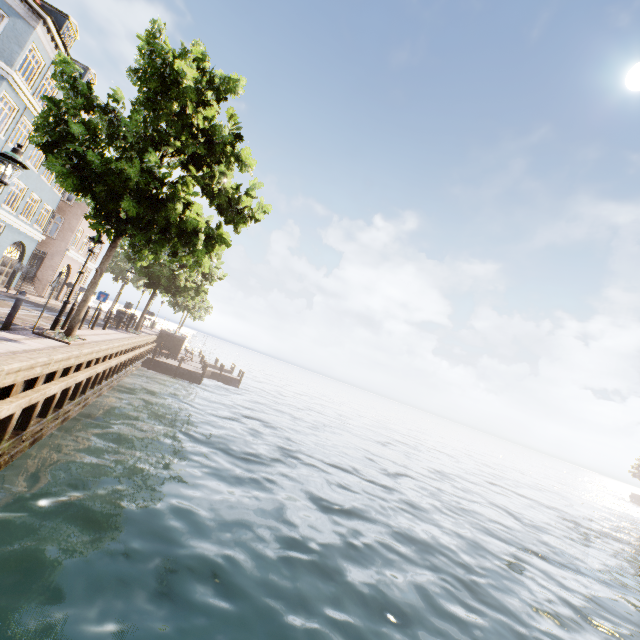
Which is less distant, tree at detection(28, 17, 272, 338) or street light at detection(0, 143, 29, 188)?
street light at detection(0, 143, 29, 188)

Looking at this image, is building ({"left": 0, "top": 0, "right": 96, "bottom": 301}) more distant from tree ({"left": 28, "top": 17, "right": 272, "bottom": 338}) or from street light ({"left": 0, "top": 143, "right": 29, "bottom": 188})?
street light ({"left": 0, "top": 143, "right": 29, "bottom": 188})

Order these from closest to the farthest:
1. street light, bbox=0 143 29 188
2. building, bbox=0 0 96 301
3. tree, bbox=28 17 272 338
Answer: street light, bbox=0 143 29 188 → tree, bbox=28 17 272 338 → building, bbox=0 0 96 301

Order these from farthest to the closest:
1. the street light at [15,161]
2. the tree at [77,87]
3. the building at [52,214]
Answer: the building at [52,214] < the tree at [77,87] < the street light at [15,161]

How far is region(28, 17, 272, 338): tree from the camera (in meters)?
8.61

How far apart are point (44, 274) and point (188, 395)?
16.5 meters

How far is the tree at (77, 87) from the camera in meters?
8.6
